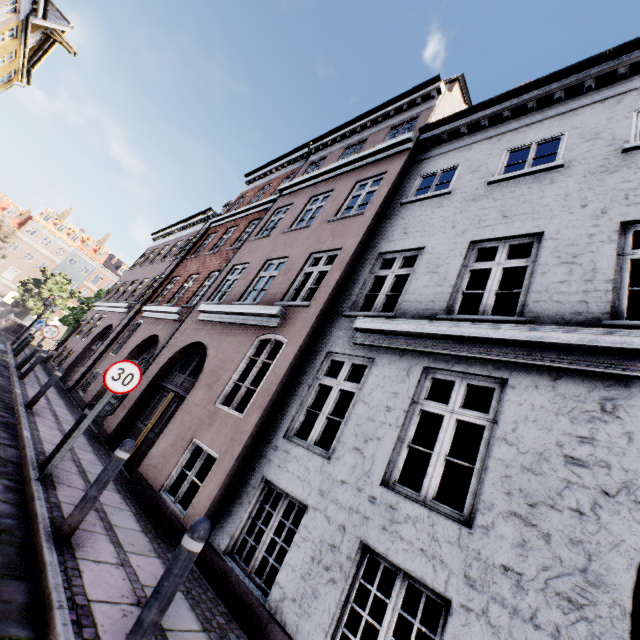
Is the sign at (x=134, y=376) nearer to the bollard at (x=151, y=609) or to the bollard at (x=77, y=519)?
the bollard at (x=77, y=519)

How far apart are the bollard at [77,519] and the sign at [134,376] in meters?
1.4 m

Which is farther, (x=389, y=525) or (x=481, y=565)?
(x=389, y=525)

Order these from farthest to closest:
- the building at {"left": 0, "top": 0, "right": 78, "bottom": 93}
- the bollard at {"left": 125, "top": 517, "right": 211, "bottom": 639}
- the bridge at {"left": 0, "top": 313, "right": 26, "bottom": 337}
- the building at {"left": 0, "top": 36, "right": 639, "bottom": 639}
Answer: the bridge at {"left": 0, "top": 313, "right": 26, "bottom": 337}
the building at {"left": 0, "top": 0, "right": 78, "bottom": 93}
the building at {"left": 0, "top": 36, "right": 639, "bottom": 639}
the bollard at {"left": 125, "top": 517, "right": 211, "bottom": 639}

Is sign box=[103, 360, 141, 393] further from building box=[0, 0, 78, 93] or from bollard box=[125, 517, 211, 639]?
bollard box=[125, 517, 211, 639]

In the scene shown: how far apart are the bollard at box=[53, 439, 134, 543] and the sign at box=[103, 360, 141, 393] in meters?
1.4 m

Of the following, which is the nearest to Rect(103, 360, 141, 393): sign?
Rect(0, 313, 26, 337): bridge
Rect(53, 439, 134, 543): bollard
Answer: Rect(53, 439, 134, 543): bollard

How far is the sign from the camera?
4.97m
